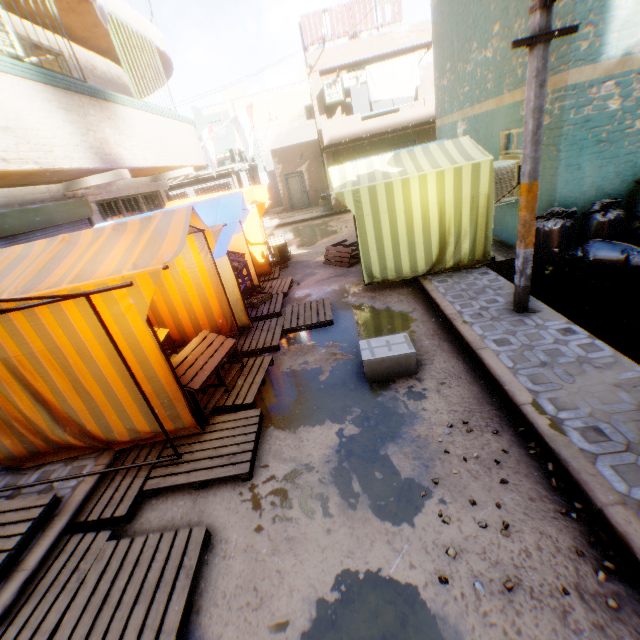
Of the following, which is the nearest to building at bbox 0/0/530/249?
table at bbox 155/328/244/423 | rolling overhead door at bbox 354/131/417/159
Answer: rolling overhead door at bbox 354/131/417/159

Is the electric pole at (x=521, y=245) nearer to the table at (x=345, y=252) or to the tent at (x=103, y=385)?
the tent at (x=103, y=385)

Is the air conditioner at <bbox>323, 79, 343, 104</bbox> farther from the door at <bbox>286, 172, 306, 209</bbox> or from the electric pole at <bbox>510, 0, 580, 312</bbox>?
the door at <bbox>286, 172, 306, 209</bbox>

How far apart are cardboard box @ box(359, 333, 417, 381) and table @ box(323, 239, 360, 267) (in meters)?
3.98

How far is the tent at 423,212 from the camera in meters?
6.3

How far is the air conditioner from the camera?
15.0m

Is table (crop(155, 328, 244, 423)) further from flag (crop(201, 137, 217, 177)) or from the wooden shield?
flag (crop(201, 137, 217, 177))

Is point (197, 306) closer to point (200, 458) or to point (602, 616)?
point (200, 458)
